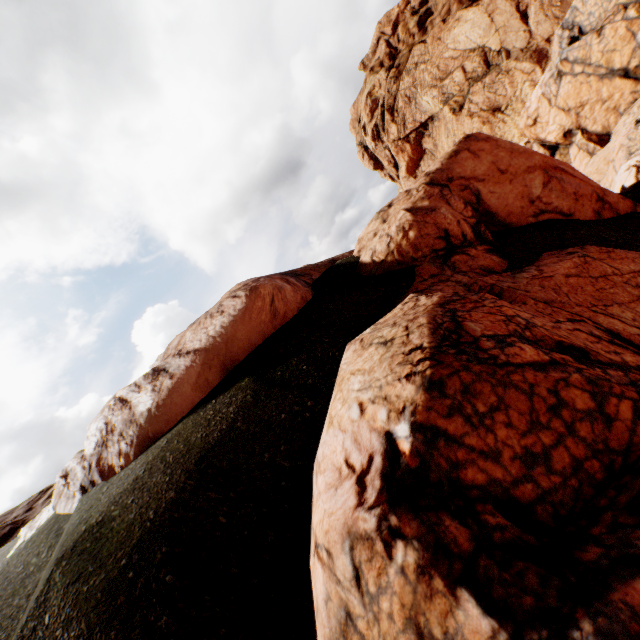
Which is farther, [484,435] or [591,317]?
[591,317]
